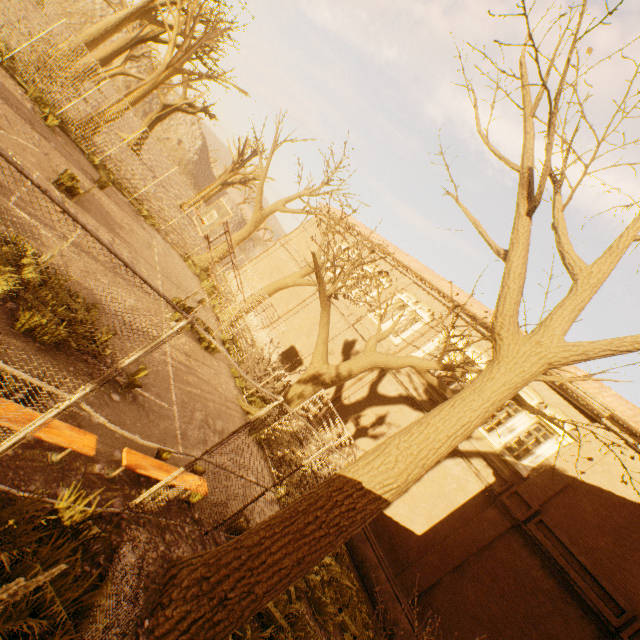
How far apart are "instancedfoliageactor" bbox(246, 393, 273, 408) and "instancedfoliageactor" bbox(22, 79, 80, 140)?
13.96m

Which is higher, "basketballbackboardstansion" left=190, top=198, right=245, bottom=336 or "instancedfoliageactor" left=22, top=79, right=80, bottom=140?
"basketballbackboardstansion" left=190, top=198, right=245, bottom=336

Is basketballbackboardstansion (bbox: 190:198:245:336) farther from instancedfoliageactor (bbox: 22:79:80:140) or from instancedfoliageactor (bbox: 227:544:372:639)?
instancedfoliageactor (bbox: 22:79:80:140)

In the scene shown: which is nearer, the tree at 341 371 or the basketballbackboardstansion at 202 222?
A: the tree at 341 371

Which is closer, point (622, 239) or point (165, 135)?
point (622, 239)

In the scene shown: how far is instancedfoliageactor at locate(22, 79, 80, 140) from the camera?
12.55m

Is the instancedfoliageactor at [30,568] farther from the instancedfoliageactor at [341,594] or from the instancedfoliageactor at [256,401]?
the instancedfoliageactor at [256,401]

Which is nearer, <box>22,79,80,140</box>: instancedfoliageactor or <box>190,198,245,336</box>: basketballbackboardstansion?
<box>190,198,245,336</box>: basketballbackboardstansion
